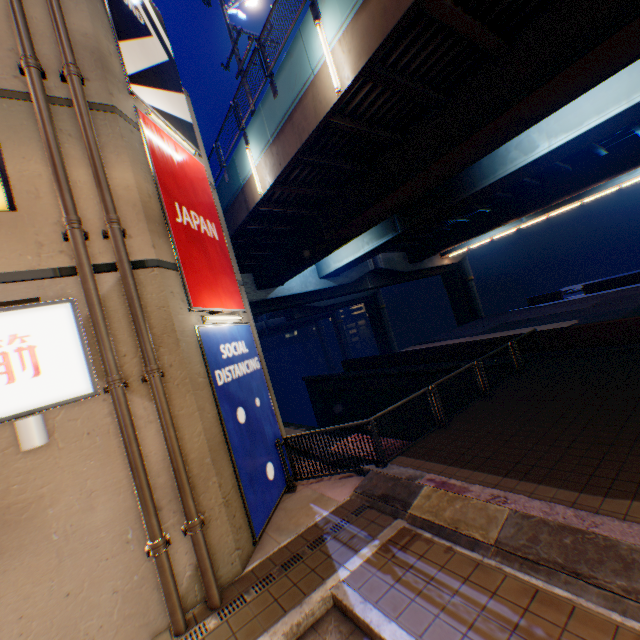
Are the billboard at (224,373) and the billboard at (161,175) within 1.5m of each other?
yes

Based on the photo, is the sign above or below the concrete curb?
above

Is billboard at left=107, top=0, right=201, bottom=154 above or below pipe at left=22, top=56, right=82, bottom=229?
above

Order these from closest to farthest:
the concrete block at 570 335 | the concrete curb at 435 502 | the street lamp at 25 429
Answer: the concrete curb at 435 502, the street lamp at 25 429, the concrete block at 570 335

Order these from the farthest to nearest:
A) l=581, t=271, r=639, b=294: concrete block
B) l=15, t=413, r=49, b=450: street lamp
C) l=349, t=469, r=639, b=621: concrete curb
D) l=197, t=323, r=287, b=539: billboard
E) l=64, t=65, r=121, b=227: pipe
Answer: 1. l=581, t=271, r=639, b=294: concrete block
2. l=197, t=323, r=287, b=539: billboard
3. l=64, t=65, r=121, b=227: pipe
4. l=15, t=413, r=49, b=450: street lamp
5. l=349, t=469, r=639, b=621: concrete curb

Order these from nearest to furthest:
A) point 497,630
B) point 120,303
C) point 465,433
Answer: point 497,630
point 120,303
point 465,433

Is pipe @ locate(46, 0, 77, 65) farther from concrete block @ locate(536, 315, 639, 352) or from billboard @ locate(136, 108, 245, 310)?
concrete block @ locate(536, 315, 639, 352)

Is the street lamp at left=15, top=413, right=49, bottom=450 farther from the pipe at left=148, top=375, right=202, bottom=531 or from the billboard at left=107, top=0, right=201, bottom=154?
the billboard at left=107, top=0, right=201, bottom=154
